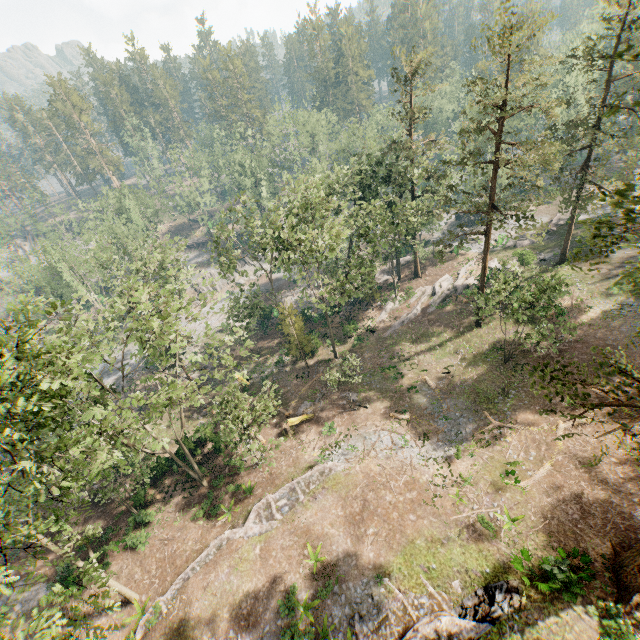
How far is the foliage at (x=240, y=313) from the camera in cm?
2470

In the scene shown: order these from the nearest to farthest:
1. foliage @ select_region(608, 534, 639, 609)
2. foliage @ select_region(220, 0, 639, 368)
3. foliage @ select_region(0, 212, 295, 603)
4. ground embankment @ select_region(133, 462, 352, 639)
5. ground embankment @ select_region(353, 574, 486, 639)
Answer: foliage @ select_region(0, 212, 295, 603) → foliage @ select_region(608, 534, 639, 609) → ground embankment @ select_region(353, 574, 486, 639) → ground embankment @ select_region(133, 462, 352, 639) → foliage @ select_region(220, 0, 639, 368)

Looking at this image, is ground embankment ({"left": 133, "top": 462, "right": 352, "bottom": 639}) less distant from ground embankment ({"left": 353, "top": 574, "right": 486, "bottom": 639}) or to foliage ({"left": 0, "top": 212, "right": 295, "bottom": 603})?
foliage ({"left": 0, "top": 212, "right": 295, "bottom": 603})

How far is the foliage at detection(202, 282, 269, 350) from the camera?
24.70m

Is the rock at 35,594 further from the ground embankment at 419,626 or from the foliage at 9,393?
the ground embankment at 419,626

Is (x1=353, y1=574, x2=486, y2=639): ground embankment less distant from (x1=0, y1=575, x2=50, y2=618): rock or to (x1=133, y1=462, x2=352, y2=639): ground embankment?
(x1=133, y1=462, x2=352, y2=639): ground embankment

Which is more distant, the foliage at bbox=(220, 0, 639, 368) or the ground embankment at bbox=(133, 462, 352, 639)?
the foliage at bbox=(220, 0, 639, 368)

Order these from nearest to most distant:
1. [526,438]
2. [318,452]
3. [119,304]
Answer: [119,304], [526,438], [318,452]
